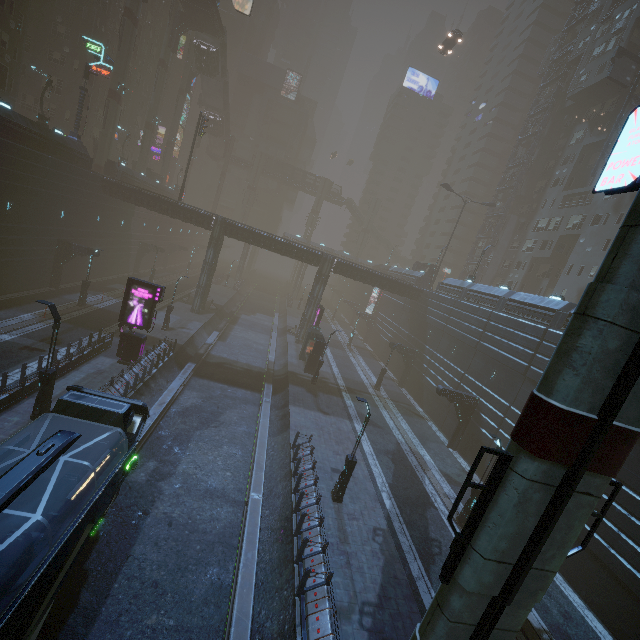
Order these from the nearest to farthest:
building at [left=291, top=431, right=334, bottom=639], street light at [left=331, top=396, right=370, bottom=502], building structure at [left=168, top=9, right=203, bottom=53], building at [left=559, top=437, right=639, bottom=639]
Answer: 1. building at [left=291, top=431, right=334, bottom=639]
2. building at [left=559, top=437, right=639, bottom=639]
3. street light at [left=331, top=396, right=370, bottom=502]
4. building structure at [left=168, top=9, right=203, bottom=53]

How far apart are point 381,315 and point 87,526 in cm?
4756

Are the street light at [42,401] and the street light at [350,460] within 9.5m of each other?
no

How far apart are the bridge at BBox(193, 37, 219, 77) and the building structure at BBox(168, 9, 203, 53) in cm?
356

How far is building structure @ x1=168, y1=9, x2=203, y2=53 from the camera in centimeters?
4678cm

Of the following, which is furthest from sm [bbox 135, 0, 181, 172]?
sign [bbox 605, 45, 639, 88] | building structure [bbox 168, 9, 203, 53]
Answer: sign [bbox 605, 45, 639, 88]

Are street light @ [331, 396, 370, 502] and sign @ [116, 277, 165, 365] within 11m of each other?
no

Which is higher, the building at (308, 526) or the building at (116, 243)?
the building at (116, 243)
